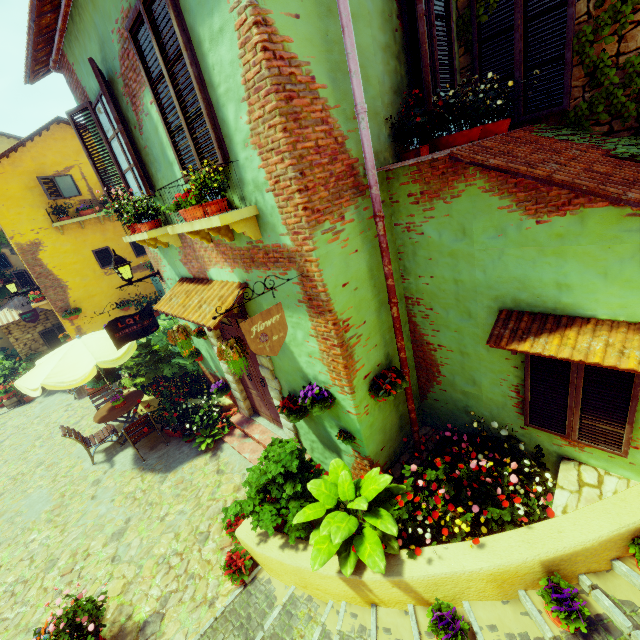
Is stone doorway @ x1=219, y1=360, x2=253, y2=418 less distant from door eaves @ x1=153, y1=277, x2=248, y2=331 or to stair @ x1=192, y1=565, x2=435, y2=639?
door eaves @ x1=153, y1=277, x2=248, y2=331

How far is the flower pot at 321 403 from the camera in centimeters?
412cm

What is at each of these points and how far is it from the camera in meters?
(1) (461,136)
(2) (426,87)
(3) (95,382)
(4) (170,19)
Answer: (1) flower pot, 3.7
(2) window, 3.4
(3) potted tree, 9.6
(4) window, 3.0

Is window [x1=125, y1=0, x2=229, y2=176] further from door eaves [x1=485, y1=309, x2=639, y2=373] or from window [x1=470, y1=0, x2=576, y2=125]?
door eaves [x1=485, y1=309, x2=639, y2=373]

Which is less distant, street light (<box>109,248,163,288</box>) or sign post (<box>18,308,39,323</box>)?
street light (<box>109,248,163,288</box>)

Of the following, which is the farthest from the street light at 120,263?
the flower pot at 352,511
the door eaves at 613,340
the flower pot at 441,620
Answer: the flower pot at 441,620

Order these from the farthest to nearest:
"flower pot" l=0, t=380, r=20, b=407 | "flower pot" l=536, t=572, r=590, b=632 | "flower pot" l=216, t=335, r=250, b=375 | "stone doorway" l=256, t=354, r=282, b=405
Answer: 1. "flower pot" l=0, t=380, r=20, b=407
2. "stone doorway" l=256, t=354, r=282, b=405
3. "flower pot" l=216, t=335, r=250, b=375
4. "flower pot" l=536, t=572, r=590, b=632

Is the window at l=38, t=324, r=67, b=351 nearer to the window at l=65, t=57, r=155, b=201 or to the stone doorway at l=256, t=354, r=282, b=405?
the window at l=65, t=57, r=155, b=201
